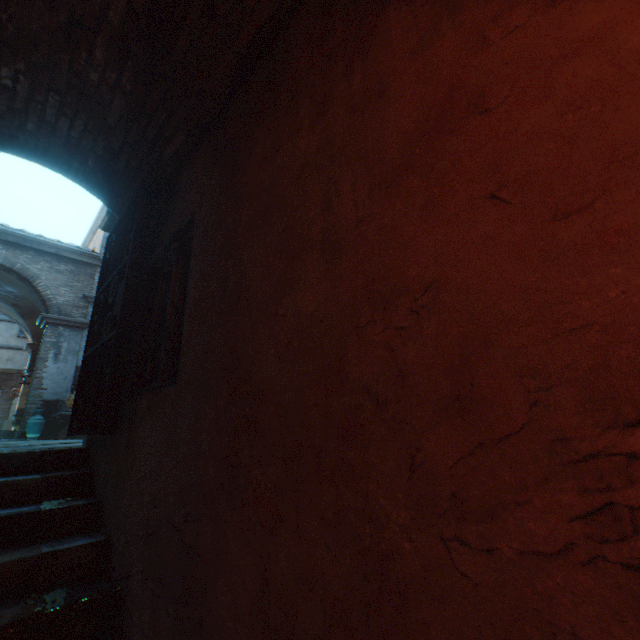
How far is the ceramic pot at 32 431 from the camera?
9.54m

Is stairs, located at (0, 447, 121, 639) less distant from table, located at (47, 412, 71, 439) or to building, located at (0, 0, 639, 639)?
building, located at (0, 0, 639, 639)

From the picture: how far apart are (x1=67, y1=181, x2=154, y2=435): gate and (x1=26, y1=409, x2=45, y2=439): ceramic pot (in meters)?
8.66

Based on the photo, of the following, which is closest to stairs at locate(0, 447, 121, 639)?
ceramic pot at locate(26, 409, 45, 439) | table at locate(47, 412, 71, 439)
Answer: table at locate(47, 412, 71, 439)

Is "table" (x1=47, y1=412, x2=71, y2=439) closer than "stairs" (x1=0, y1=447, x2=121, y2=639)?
No

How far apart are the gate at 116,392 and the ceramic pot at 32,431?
8.7m

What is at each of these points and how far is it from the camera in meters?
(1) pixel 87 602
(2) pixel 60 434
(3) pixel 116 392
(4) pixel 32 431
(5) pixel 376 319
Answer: (1) stairs, 1.9
(2) table, 8.7
(3) gate, 2.7
(4) ceramic pot, 9.5
(5) building, 1.0

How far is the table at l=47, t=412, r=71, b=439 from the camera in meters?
8.6
